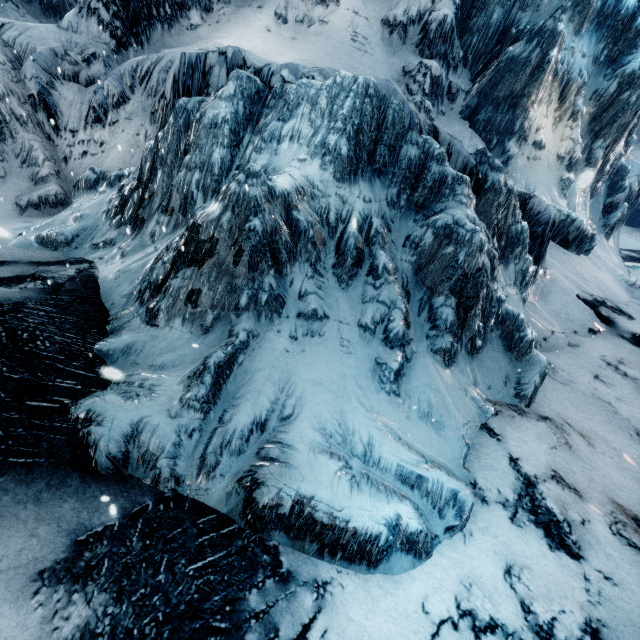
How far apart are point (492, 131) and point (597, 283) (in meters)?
8.69
